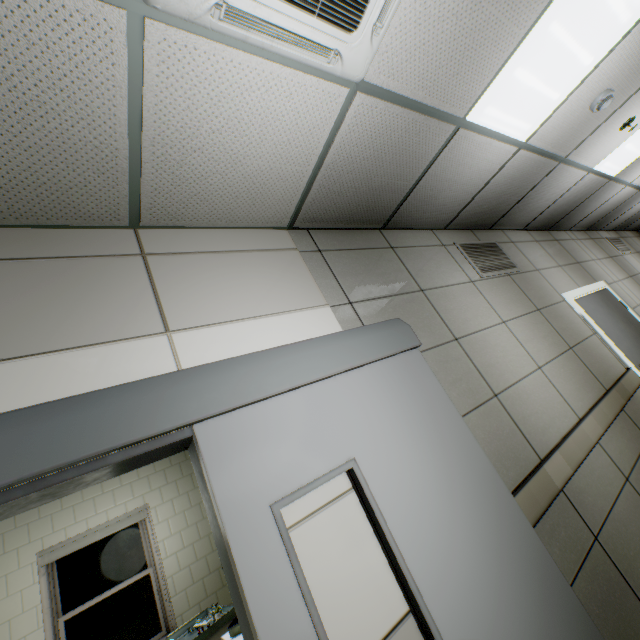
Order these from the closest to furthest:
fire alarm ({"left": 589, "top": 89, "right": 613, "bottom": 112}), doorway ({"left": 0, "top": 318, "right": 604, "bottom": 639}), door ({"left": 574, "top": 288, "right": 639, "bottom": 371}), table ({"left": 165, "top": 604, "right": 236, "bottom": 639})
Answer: doorway ({"left": 0, "top": 318, "right": 604, "bottom": 639}) < fire alarm ({"left": 589, "top": 89, "right": 613, "bottom": 112}) < table ({"left": 165, "top": 604, "right": 236, "bottom": 639}) < door ({"left": 574, "top": 288, "right": 639, "bottom": 371})

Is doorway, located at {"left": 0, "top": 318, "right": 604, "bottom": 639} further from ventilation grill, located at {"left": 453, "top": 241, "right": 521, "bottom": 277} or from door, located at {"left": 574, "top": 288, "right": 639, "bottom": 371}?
door, located at {"left": 574, "top": 288, "right": 639, "bottom": 371}

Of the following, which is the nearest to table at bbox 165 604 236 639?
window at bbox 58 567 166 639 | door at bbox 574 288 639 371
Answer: window at bbox 58 567 166 639

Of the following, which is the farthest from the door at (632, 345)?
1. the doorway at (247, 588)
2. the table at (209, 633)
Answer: the table at (209, 633)

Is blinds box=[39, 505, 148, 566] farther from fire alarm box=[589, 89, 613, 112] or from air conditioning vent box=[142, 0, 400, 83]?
fire alarm box=[589, 89, 613, 112]

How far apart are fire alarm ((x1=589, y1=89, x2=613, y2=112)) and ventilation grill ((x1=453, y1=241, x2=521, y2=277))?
1.4m

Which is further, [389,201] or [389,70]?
[389,201]

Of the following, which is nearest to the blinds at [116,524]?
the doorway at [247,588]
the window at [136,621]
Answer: the window at [136,621]
